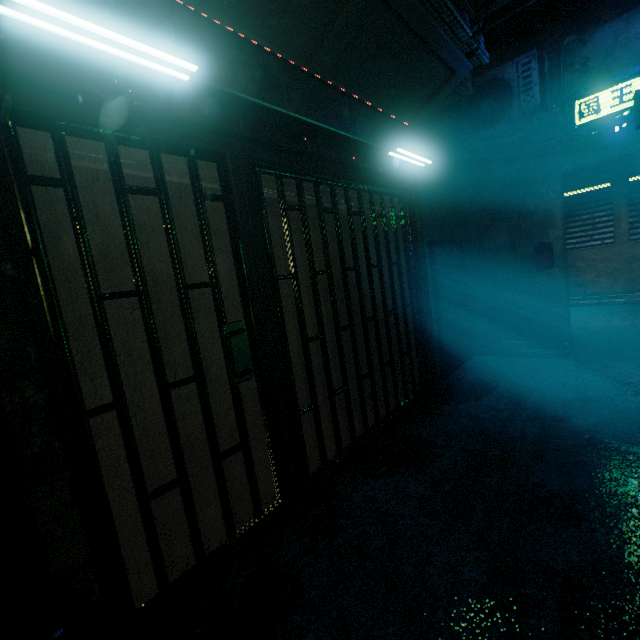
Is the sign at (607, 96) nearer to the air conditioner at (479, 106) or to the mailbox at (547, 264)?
the air conditioner at (479, 106)

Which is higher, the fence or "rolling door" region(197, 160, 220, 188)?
"rolling door" region(197, 160, 220, 188)

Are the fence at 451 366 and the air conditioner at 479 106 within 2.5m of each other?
yes

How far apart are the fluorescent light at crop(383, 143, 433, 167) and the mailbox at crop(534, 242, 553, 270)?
2.2m

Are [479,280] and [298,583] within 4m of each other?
no

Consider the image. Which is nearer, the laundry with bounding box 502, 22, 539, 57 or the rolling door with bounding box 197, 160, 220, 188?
the rolling door with bounding box 197, 160, 220, 188

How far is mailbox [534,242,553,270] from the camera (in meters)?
4.16

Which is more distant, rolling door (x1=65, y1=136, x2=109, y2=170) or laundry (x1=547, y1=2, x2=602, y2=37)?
laundry (x1=547, y1=2, x2=602, y2=37)
